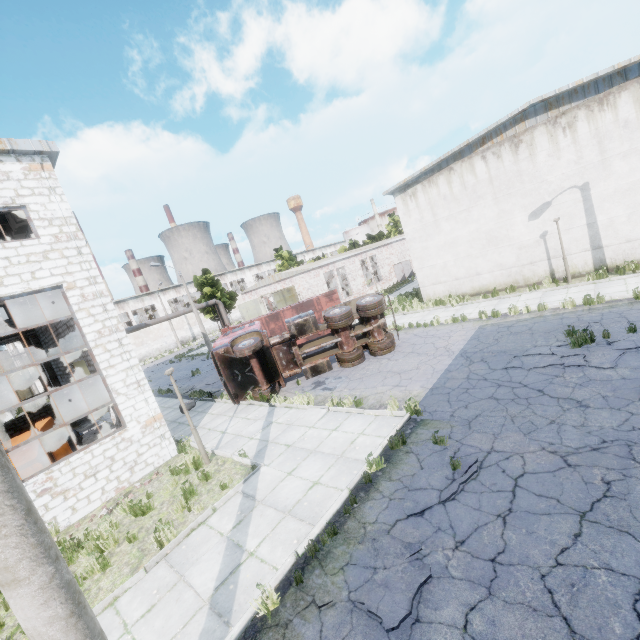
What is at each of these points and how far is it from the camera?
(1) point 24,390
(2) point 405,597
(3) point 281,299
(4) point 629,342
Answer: (1) door, 48.0 meters
(2) asphalt debris, 4.4 meters
(3) door, 30.8 meters
(4) asphalt debris, 8.9 meters

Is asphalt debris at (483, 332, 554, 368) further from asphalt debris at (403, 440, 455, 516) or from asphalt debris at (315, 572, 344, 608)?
asphalt debris at (315, 572, 344, 608)

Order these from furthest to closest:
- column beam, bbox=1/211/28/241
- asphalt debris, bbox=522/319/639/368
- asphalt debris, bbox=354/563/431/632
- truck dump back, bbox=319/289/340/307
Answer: truck dump back, bbox=319/289/340/307 → column beam, bbox=1/211/28/241 → asphalt debris, bbox=522/319/639/368 → asphalt debris, bbox=354/563/431/632

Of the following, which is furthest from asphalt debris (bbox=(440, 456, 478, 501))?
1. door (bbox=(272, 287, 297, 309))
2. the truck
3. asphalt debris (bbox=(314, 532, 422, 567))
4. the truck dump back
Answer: door (bbox=(272, 287, 297, 309))

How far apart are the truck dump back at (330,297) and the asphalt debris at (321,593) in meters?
16.6

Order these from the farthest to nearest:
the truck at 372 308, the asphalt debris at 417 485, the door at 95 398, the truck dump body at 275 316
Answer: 1. the door at 95 398
2. the truck dump body at 275 316
3. the truck at 372 308
4. the asphalt debris at 417 485

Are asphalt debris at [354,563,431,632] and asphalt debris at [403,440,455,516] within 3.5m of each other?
yes

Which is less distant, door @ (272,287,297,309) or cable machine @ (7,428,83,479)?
cable machine @ (7,428,83,479)
